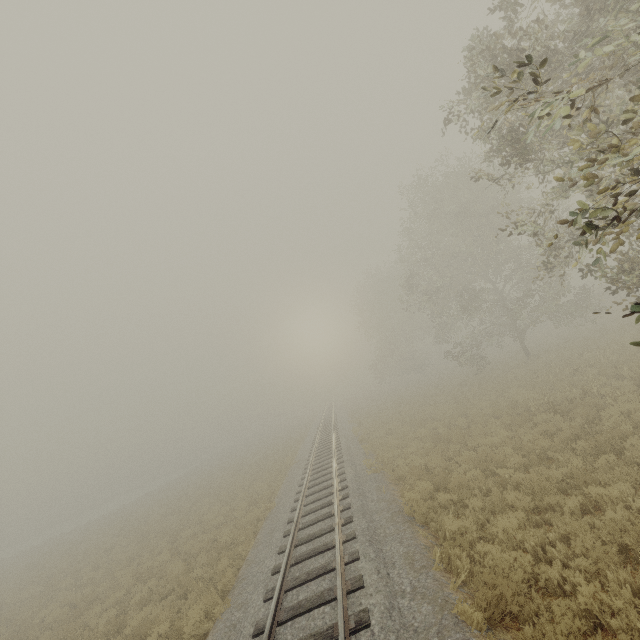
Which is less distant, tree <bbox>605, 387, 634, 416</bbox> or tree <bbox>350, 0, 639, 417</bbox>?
tree <bbox>350, 0, 639, 417</bbox>

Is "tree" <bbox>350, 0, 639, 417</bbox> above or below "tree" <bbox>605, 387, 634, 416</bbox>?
above

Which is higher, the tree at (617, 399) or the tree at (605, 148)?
the tree at (605, 148)

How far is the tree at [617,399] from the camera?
10.1 meters

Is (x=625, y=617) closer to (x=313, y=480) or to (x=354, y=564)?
(x=354, y=564)

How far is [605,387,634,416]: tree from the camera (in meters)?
10.09
